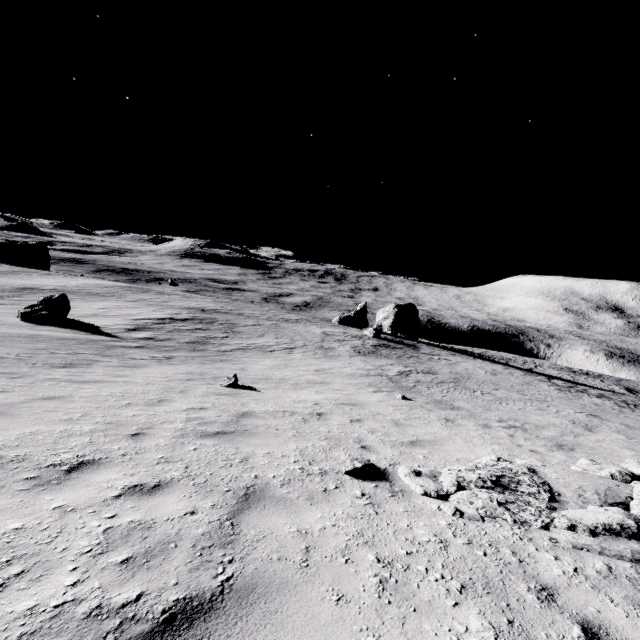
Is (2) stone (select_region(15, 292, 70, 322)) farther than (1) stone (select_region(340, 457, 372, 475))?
Yes

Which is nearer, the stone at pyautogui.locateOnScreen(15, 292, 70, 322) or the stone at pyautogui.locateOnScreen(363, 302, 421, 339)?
the stone at pyautogui.locateOnScreen(15, 292, 70, 322)

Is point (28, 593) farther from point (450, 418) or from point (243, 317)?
point (243, 317)

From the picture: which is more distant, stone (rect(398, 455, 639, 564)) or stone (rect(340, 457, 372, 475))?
stone (rect(340, 457, 372, 475))

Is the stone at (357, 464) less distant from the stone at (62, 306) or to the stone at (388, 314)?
the stone at (62, 306)

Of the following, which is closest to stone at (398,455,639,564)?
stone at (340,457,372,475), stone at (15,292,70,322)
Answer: stone at (340,457,372,475)

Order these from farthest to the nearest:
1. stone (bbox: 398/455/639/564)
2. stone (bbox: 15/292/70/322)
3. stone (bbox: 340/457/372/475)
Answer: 1. stone (bbox: 15/292/70/322)
2. stone (bbox: 340/457/372/475)
3. stone (bbox: 398/455/639/564)

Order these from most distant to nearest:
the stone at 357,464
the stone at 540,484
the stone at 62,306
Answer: the stone at 62,306 → the stone at 357,464 → the stone at 540,484
